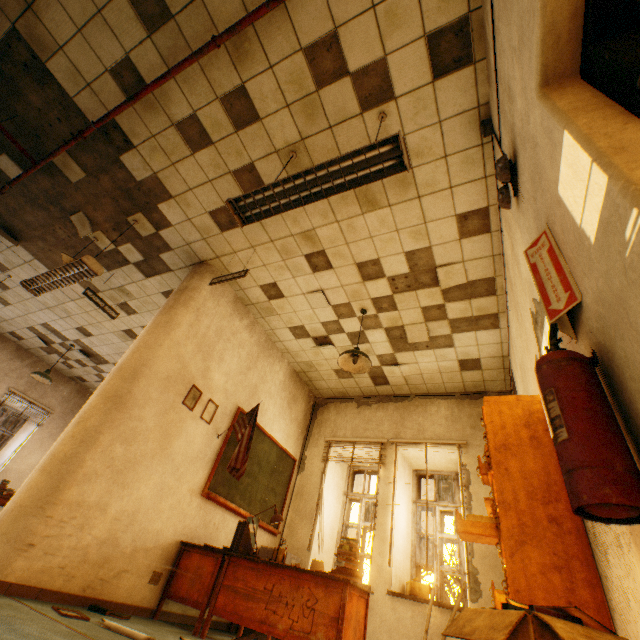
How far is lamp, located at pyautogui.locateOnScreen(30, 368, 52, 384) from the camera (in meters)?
7.34

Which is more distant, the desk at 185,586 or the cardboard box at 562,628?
the desk at 185,586

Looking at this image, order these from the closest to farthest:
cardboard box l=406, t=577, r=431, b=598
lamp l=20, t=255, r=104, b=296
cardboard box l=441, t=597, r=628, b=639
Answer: cardboard box l=441, t=597, r=628, b=639, lamp l=20, t=255, r=104, b=296, cardboard box l=406, t=577, r=431, b=598

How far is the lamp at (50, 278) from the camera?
3.9 meters

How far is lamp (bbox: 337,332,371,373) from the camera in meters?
4.3

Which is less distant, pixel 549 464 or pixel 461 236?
pixel 549 464

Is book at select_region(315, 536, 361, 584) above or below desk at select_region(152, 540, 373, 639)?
above

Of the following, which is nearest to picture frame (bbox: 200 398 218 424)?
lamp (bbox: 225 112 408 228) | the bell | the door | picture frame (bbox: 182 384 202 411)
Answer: picture frame (bbox: 182 384 202 411)
